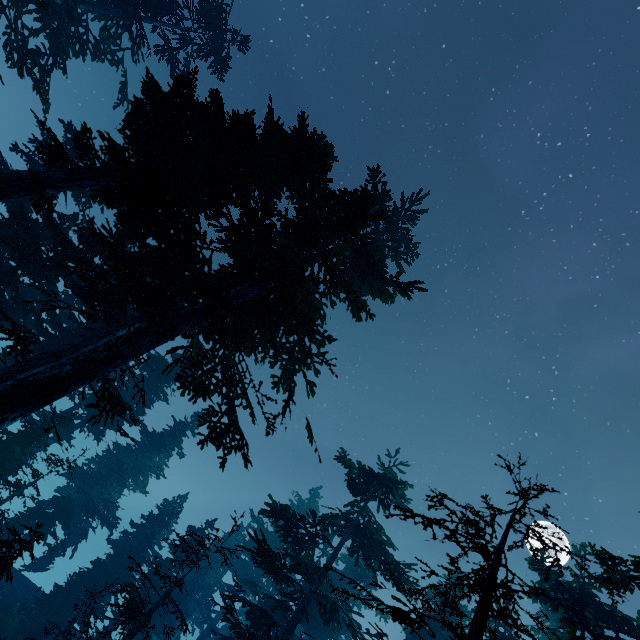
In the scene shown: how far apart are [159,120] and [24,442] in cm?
1860
